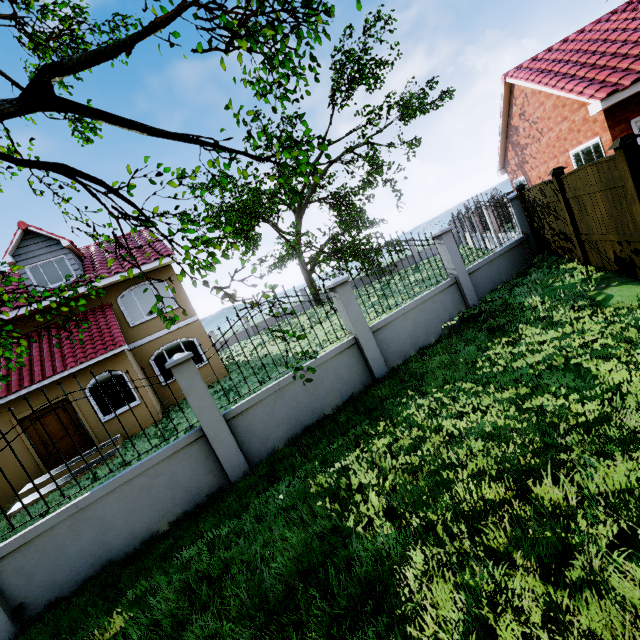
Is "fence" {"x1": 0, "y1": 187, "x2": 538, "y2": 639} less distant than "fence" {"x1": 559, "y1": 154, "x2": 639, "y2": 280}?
Yes

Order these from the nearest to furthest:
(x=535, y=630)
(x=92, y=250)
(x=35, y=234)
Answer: (x=535, y=630)
(x=35, y=234)
(x=92, y=250)

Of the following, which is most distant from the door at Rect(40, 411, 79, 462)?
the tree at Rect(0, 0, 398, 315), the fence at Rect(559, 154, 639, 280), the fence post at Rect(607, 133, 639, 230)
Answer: the fence post at Rect(607, 133, 639, 230)

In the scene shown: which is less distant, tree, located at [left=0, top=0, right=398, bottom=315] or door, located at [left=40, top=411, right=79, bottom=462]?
tree, located at [left=0, top=0, right=398, bottom=315]

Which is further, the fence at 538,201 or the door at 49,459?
the door at 49,459

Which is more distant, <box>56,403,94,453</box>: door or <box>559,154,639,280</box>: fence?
<box>56,403,94,453</box>: door

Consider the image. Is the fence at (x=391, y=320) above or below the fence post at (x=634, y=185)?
below

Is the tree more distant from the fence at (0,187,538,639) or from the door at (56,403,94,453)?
the door at (56,403,94,453)
